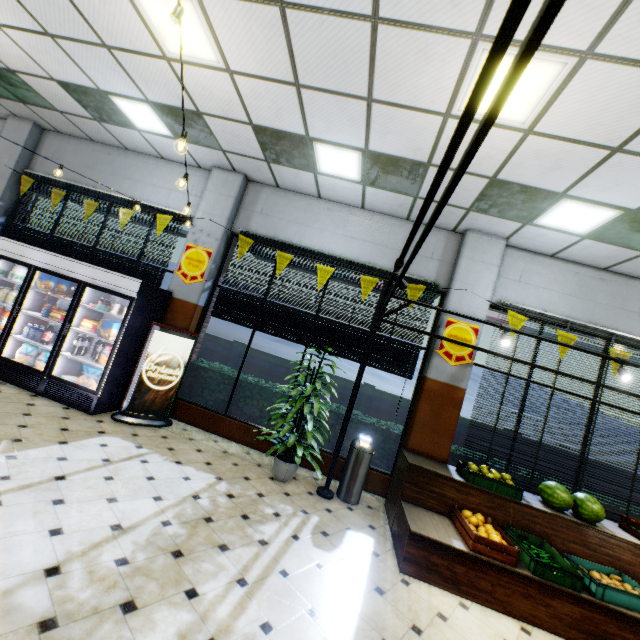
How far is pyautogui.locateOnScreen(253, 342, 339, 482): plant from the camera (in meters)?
4.70

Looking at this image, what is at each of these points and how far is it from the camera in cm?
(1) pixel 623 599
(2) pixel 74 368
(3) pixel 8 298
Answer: (1) fruit crate, 342
(2) wall refrigerator, 577
(3) yogurt container, 566

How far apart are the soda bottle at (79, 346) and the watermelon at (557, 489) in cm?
767

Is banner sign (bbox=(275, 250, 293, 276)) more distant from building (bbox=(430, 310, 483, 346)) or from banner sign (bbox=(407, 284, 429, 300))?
banner sign (bbox=(407, 284, 429, 300))

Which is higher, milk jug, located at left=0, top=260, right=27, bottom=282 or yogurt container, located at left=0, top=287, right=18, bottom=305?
milk jug, located at left=0, top=260, right=27, bottom=282

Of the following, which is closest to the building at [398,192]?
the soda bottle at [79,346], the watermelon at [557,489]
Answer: the soda bottle at [79,346]

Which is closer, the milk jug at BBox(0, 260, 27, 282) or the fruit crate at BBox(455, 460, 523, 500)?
the fruit crate at BBox(455, 460, 523, 500)

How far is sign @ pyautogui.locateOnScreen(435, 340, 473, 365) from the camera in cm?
551
